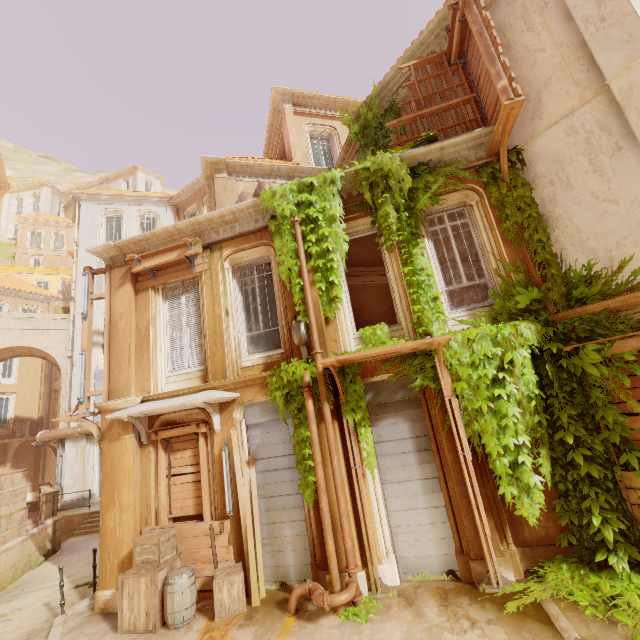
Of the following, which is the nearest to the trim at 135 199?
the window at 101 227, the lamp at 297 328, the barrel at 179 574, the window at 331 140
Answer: the window at 101 227

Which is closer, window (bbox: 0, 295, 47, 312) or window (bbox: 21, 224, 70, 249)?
window (bbox: 0, 295, 47, 312)

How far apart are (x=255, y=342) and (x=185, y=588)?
5.2 meters

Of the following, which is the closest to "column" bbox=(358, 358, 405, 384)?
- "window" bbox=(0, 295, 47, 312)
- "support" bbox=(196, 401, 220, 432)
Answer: "support" bbox=(196, 401, 220, 432)

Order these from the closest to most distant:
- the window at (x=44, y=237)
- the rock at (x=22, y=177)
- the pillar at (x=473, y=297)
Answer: the pillar at (x=473, y=297), the window at (x=44, y=237), the rock at (x=22, y=177)

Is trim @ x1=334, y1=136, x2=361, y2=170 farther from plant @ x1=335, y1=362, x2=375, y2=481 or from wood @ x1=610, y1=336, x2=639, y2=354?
wood @ x1=610, y1=336, x2=639, y2=354

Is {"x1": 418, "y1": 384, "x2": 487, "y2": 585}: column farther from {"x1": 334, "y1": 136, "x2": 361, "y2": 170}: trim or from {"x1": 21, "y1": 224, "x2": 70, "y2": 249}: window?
{"x1": 21, "y1": 224, "x2": 70, "y2": 249}: window

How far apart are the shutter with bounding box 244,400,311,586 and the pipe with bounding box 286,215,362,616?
0.71m
